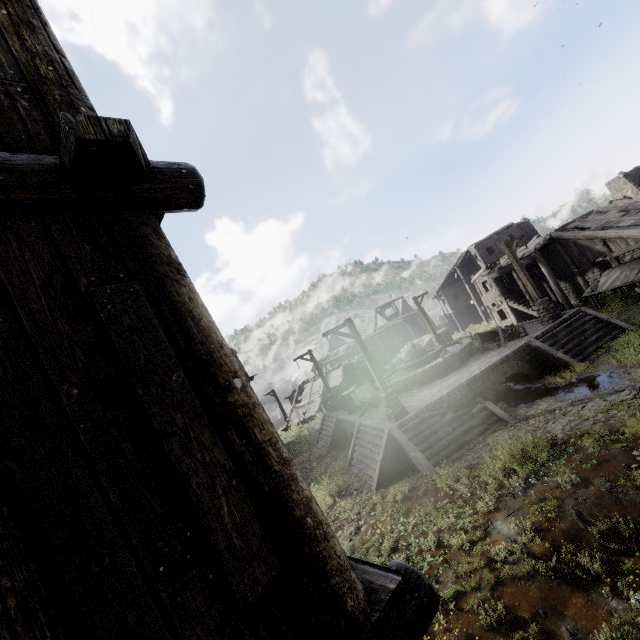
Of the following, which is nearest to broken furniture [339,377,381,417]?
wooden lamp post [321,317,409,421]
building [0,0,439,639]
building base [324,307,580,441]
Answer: building base [324,307,580,441]

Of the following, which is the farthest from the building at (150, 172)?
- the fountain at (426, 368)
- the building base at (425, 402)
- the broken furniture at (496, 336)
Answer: the fountain at (426, 368)

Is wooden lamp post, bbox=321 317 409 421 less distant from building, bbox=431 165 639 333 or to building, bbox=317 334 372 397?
building, bbox=431 165 639 333

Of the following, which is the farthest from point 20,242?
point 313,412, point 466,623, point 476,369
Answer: point 313,412

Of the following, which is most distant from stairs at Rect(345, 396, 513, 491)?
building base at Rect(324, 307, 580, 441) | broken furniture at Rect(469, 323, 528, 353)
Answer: broken furniture at Rect(469, 323, 528, 353)

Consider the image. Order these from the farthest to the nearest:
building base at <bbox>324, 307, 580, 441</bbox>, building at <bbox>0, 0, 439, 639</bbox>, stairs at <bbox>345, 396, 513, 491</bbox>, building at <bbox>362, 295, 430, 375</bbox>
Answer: building at <bbox>362, 295, 430, 375</bbox> < building base at <bbox>324, 307, 580, 441</bbox> < stairs at <bbox>345, 396, 513, 491</bbox> < building at <bbox>0, 0, 439, 639</bbox>

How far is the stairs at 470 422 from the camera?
11.6m

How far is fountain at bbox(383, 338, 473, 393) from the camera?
17.03m
